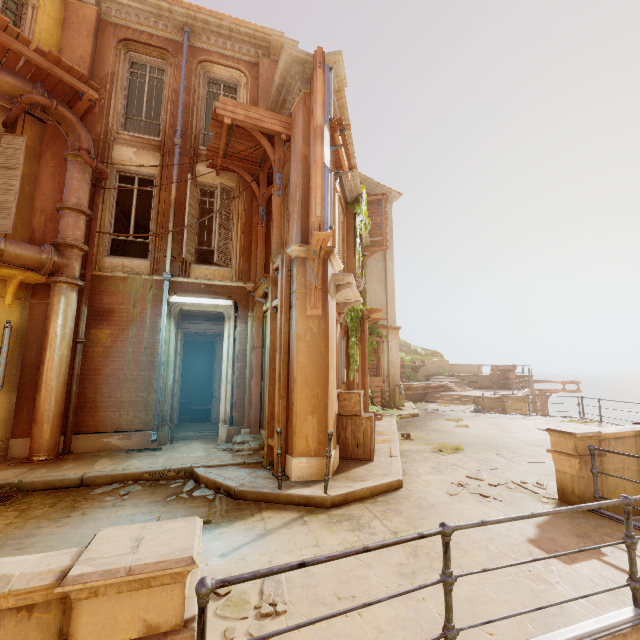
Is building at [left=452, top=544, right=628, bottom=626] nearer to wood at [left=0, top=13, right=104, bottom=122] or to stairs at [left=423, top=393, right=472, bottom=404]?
stairs at [left=423, top=393, right=472, bottom=404]

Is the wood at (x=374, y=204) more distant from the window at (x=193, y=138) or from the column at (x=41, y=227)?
the column at (x=41, y=227)

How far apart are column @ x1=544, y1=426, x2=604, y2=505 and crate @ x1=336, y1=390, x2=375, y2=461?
3.2m

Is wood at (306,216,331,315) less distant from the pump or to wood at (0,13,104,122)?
wood at (0,13,104,122)

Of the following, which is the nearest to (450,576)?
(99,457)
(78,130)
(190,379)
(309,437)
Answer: (309,437)

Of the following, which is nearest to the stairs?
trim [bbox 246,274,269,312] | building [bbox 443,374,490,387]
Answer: building [bbox 443,374,490,387]

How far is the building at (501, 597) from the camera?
3.0m

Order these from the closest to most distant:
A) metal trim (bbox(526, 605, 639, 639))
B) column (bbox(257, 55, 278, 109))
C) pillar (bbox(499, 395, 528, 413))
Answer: metal trim (bbox(526, 605, 639, 639))
column (bbox(257, 55, 278, 109))
pillar (bbox(499, 395, 528, 413))
